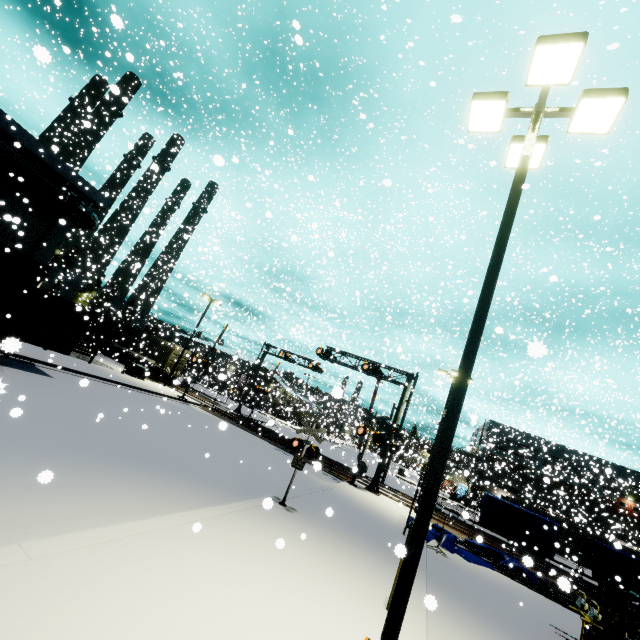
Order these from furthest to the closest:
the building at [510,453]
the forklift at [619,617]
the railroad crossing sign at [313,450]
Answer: the building at [510,453] → the railroad crossing sign at [313,450] → the forklift at [619,617]

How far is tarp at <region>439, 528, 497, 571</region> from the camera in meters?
15.1 m

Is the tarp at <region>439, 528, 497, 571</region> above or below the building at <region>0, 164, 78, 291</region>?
below

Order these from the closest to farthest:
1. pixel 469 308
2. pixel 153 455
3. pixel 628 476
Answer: pixel 153 455, pixel 469 308, pixel 628 476

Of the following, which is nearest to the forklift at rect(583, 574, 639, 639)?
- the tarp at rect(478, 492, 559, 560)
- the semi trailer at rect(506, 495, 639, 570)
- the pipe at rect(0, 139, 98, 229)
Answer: the tarp at rect(478, 492, 559, 560)

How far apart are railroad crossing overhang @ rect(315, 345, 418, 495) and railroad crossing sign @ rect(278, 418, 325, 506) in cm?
1236

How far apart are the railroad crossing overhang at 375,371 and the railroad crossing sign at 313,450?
12.36m

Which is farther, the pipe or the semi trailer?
the semi trailer
